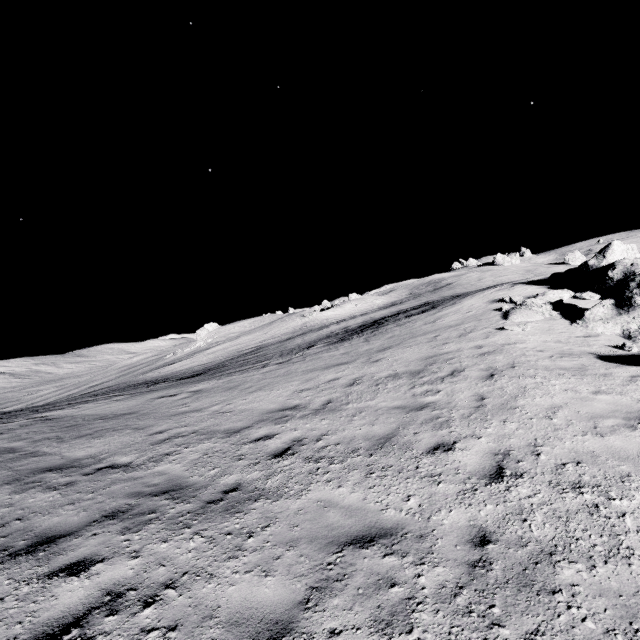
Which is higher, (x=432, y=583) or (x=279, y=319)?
(x=279, y=319)
